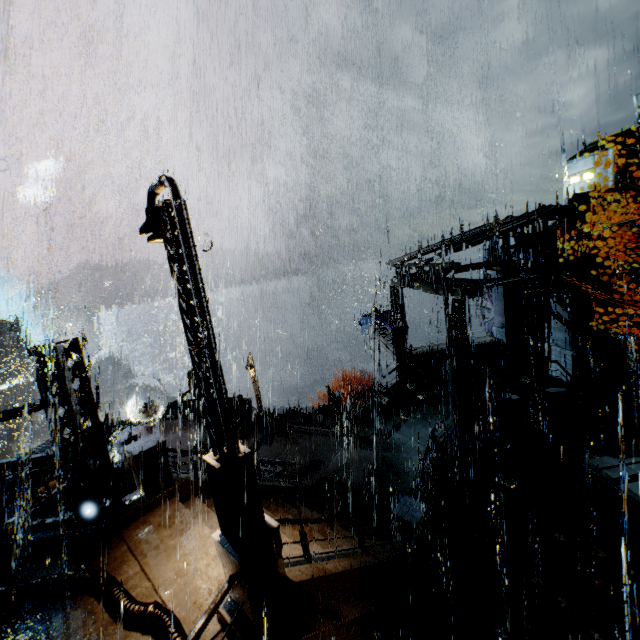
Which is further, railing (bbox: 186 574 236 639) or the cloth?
the cloth

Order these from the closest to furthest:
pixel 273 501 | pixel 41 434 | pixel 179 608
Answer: pixel 179 608 < pixel 273 501 < pixel 41 434

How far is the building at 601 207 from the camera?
13.8m

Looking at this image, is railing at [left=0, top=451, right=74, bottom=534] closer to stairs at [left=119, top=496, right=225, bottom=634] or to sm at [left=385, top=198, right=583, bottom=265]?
stairs at [left=119, top=496, right=225, bottom=634]

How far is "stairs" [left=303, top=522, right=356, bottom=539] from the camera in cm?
939

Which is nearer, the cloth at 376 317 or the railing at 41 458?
the railing at 41 458

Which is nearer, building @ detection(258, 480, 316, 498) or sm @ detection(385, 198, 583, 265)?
building @ detection(258, 480, 316, 498)

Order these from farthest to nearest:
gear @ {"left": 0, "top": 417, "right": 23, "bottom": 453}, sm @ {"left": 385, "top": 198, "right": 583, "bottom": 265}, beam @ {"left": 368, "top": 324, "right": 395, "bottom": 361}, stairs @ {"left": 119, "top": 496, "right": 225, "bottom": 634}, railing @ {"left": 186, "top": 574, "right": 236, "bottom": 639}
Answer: gear @ {"left": 0, "top": 417, "right": 23, "bottom": 453} → beam @ {"left": 368, "top": 324, "right": 395, "bottom": 361} → sm @ {"left": 385, "top": 198, "right": 583, "bottom": 265} → stairs @ {"left": 119, "top": 496, "right": 225, "bottom": 634} → railing @ {"left": 186, "top": 574, "right": 236, "bottom": 639}
